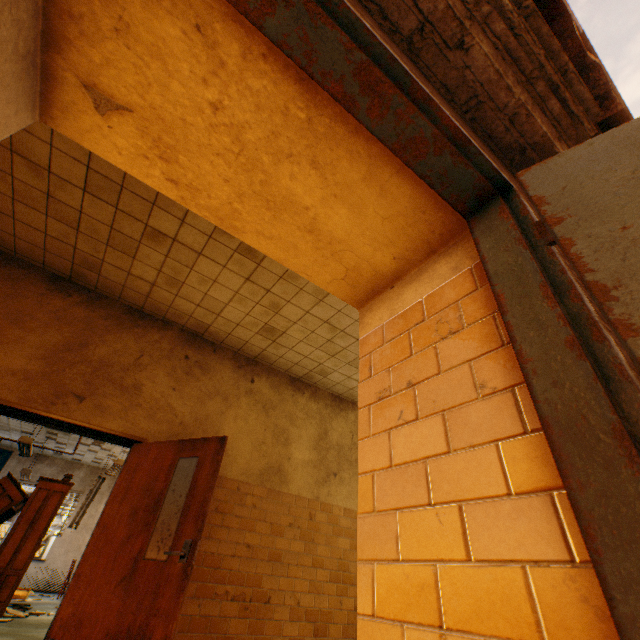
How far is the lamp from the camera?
7.12m

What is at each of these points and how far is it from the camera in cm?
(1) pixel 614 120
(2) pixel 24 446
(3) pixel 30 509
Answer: (1) gutter, 295
(2) lamp, 747
(3) book, 655

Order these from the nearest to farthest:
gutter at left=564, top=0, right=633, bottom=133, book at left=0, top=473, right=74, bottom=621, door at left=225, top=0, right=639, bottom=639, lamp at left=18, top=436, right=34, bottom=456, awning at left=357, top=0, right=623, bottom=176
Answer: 1. door at left=225, top=0, right=639, bottom=639
2. awning at left=357, top=0, right=623, bottom=176
3. gutter at left=564, top=0, right=633, bottom=133
4. book at left=0, top=473, right=74, bottom=621
5. lamp at left=18, top=436, right=34, bottom=456

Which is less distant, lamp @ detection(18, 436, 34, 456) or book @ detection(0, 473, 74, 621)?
book @ detection(0, 473, 74, 621)

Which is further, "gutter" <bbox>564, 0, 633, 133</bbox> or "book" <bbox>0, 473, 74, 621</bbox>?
"book" <bbox>0, 473, 74, 621</bbox>

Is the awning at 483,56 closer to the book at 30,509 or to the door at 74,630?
the door at 74,630

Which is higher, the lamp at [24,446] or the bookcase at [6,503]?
the lamp at [24,446]

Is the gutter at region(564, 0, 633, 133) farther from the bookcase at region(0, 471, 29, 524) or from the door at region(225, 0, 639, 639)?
the bookcase at region(0, 471, 29, 524)
